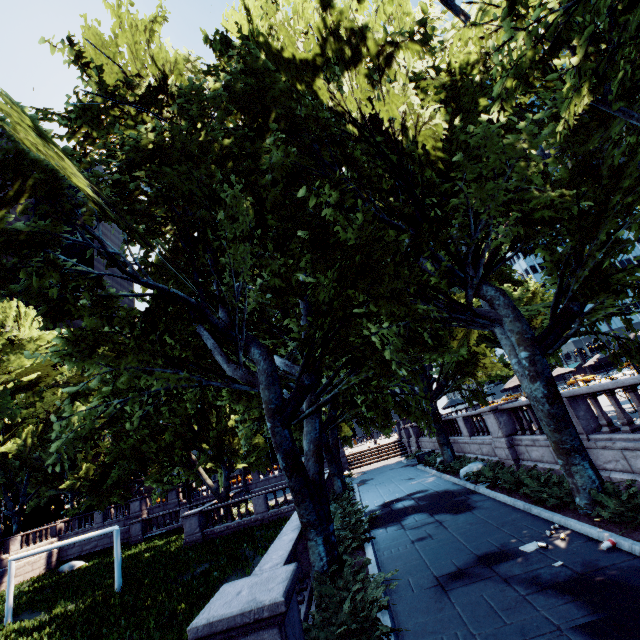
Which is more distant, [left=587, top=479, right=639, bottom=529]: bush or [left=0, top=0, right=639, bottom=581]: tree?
[left=0, top=0, right=639, bottom=581]: tree

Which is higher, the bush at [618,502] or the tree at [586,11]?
the tree at [586,11]

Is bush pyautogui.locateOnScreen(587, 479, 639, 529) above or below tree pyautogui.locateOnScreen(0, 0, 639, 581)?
below

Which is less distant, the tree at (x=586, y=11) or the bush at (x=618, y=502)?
the bush at (x=618, y=502)

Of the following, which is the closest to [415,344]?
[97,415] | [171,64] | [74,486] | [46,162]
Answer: [97,415]
